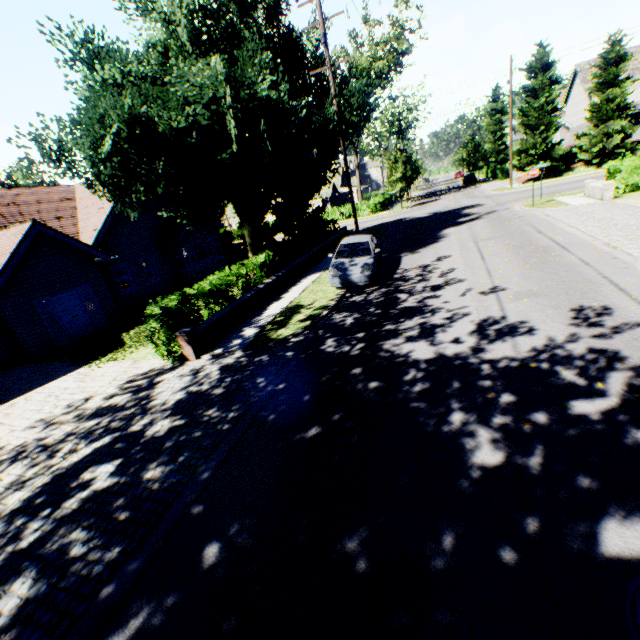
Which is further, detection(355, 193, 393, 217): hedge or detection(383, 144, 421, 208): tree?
detection(355, 193, 393, 217): hedge

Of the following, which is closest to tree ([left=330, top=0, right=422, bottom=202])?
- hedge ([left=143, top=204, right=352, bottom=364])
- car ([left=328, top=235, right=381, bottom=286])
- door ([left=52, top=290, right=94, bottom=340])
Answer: hedge ([left=143, top=204, right=352, bottom=364])

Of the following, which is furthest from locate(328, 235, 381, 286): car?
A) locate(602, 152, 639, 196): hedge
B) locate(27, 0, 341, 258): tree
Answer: locate(602, 152, 639, 196): hedge

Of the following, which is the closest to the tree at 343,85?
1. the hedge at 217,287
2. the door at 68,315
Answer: the hedge at 217,287

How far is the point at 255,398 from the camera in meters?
7.0 m

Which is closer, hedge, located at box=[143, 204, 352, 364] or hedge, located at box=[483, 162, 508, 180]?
hedge, located at box=[143, 204, 352, 364]

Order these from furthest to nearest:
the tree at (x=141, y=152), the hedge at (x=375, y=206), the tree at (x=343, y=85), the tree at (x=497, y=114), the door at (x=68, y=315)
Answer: the tree at (x=497, y=114)
the hedge at (x=375, y=206)
the tree at (x=343, y=85)
the door at (x=68, y=315)
the tree at (x=141, y=152)

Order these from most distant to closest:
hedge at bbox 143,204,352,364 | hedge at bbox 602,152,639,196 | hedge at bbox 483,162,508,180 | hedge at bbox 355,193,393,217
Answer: hedge at bbox 483,162,508,180 → hedge at bbox 355,193,393,217 → hedge at bbox 602,152,639,196 → hedge at bbox 143,204,352,364
